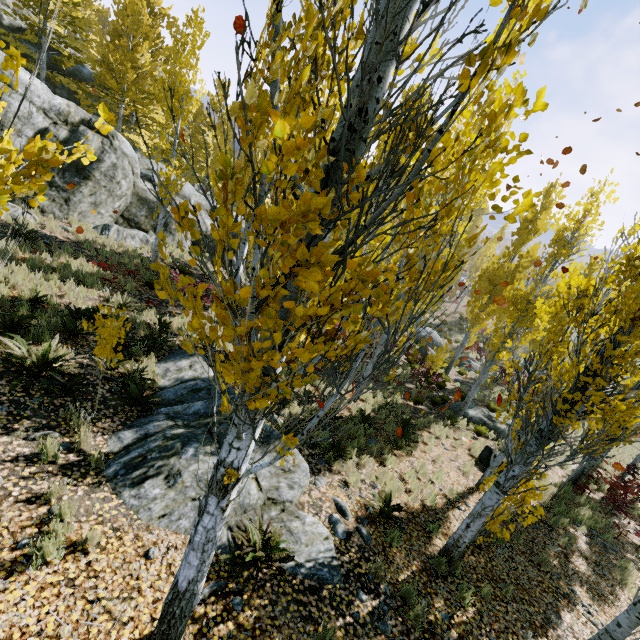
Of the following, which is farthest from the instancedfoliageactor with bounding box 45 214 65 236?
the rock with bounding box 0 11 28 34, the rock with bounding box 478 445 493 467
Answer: the rock with bounding box 478 445 493 467

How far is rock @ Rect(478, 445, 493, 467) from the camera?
11.5 meters

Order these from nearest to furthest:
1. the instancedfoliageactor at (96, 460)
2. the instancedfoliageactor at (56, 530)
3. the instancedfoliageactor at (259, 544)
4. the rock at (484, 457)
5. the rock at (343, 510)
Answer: the instancedfoliageactor at (56, 530) < the instancedfoliageactor at (259, 544) < the instancedfoliageactor at (96, 460) < the rock at (343, 510) < the rock at (484, 457)

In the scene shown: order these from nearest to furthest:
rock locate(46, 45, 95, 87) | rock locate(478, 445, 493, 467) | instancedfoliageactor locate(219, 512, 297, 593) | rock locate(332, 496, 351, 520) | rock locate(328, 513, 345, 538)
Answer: instancedfoliageactor locate(219, 512, 297, 593)
rock locate(328, 513, 345, 538)
rock locate(332, 496, 351, 520)
rock locate(478, 445, 493, 467)
rock locate(46, 45, 95, 87)

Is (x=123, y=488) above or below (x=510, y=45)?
below

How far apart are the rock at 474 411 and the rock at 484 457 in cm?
265

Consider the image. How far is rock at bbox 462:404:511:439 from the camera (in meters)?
14.70

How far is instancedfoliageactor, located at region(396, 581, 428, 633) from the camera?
4.72m
